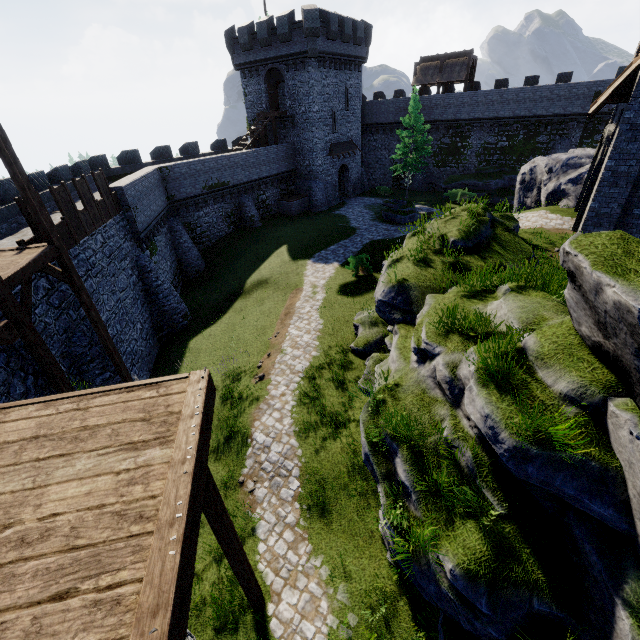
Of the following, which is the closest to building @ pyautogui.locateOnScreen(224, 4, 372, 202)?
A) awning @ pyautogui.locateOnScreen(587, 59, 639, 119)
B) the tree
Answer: the tree

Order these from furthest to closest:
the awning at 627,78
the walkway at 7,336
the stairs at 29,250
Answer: the awning at 627,78 → the stairs at 29,250 → the walkway at 7,336

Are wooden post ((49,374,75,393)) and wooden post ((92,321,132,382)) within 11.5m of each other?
yes

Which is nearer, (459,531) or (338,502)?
(459,531)

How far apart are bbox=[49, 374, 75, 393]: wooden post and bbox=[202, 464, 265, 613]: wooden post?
7.0m

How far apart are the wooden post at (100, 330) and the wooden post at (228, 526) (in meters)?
9.32

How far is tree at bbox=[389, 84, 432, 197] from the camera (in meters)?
32.53

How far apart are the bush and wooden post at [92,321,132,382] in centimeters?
1332cm
